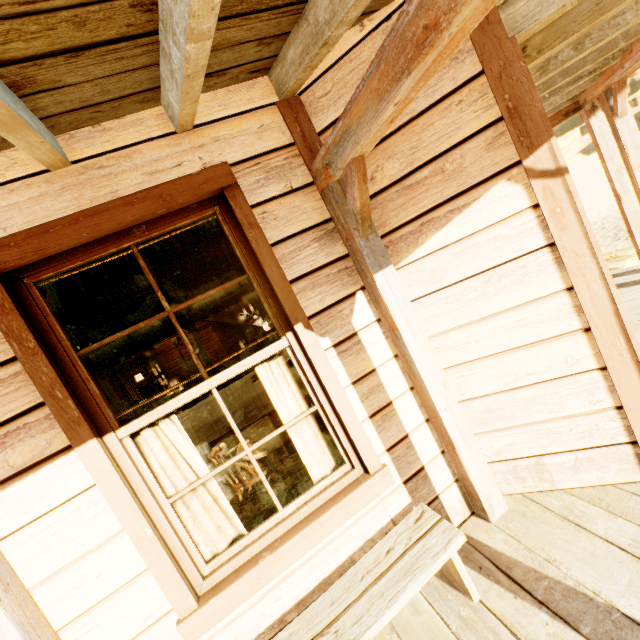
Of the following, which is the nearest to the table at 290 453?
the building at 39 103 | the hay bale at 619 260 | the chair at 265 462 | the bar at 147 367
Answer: the chair at 265 462

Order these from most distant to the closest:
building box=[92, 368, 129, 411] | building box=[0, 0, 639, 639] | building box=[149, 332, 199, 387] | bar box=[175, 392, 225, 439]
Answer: building box=[149, 332, 199, 387]
bar box=[175, 392, 225, 439]
building box=[92, 368, 129, 411]
building box=[0, 0, 639, 639]

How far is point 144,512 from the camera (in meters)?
1.79

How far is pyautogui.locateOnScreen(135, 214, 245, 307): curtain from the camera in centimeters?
207cm

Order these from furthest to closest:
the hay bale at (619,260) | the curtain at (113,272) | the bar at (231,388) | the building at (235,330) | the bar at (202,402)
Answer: the building at (235,330)
the bar at (231,388)
the bar at (202,402)
the hay bale at (619,260)
the curtain at (113,272)

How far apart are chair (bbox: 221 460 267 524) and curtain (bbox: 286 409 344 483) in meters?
1.4

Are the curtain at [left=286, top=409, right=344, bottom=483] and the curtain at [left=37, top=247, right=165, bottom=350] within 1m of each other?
yes

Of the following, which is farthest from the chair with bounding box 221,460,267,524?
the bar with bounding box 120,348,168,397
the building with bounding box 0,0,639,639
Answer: the bar with bounding box 120,348,168,397
